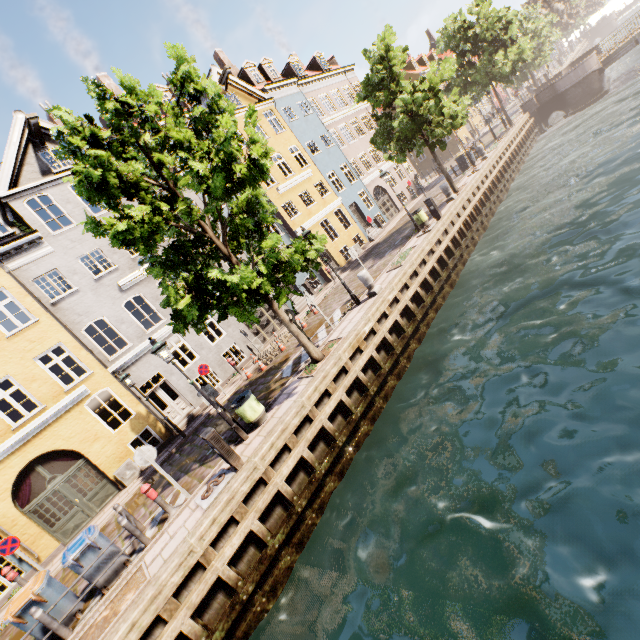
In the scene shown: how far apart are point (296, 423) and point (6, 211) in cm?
1696

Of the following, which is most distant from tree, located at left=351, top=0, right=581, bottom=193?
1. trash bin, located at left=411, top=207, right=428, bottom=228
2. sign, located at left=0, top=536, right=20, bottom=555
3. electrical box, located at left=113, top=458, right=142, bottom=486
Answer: electrical box, located at left=113, top=458, right=142, bottom=486

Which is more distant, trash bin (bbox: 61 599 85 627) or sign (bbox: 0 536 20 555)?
sign (bbox: 0 536 20 555)

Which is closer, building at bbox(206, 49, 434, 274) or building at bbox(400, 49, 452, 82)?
building at bbox(206, 49, 434, 274)

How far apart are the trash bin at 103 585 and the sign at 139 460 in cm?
166

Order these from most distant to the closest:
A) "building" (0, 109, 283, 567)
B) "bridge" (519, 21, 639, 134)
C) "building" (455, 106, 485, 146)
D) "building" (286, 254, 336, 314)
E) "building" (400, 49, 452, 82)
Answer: "building" (455, 106, 485, 146) → "building" (400, 49, 452, 82) → "bridge" (519, 21, 639, 134) → "building" (286, 254, 336, 314) → "building" (0, 109, 283, 567)

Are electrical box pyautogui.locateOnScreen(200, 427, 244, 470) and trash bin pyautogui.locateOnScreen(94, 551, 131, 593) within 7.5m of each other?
yes

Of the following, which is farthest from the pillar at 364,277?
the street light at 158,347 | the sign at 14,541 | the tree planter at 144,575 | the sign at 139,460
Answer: the sign at 14,541
